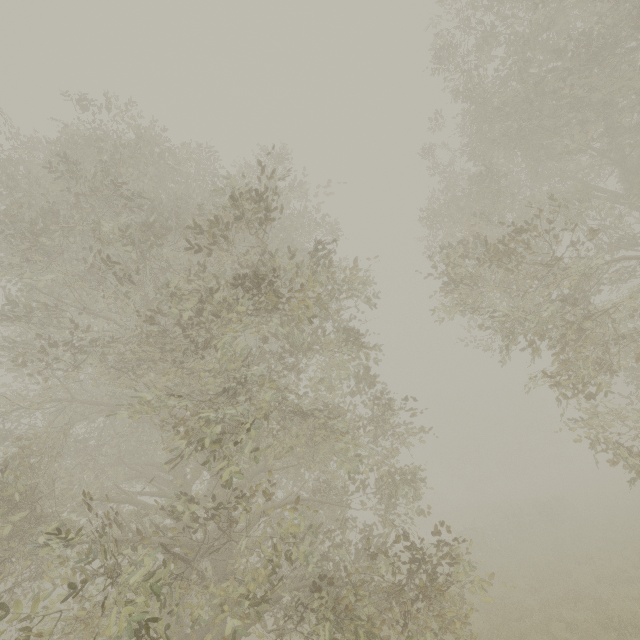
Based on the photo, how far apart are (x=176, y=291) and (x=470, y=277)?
7.55m
